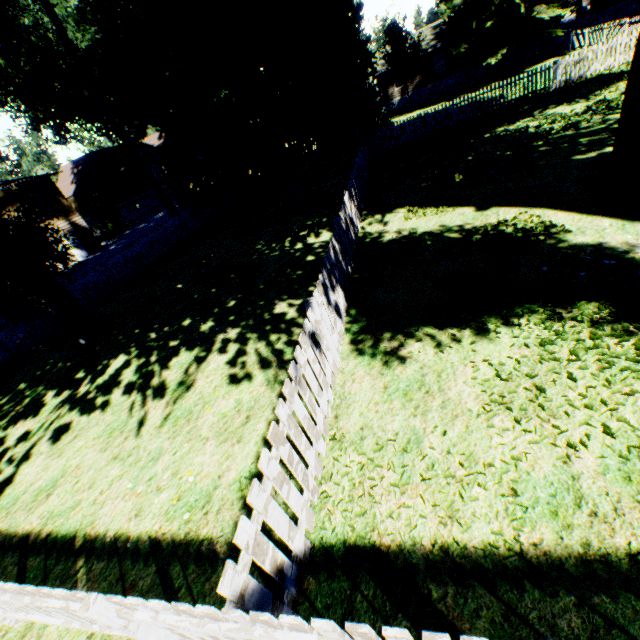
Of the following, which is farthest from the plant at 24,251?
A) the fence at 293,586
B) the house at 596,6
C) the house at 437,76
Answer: the house at 437,76

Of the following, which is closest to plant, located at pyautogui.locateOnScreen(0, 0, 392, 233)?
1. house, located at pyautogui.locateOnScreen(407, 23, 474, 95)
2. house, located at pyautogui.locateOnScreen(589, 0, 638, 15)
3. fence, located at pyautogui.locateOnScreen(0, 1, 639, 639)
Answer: fence, located at pyautogui.locateOnScreen(0, 1, 639, 639)

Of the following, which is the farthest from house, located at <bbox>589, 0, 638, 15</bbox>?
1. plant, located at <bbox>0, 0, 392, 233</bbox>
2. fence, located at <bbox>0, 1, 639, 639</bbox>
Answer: fence, located at <bbox>0, 1, 639, 639</bbox>

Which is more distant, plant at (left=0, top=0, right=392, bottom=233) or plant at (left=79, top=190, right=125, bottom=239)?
plant at (left=79, top=190, right=125, bottom=239)

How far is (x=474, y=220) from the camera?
7.9 meters

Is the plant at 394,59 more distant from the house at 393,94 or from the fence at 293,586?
the house at 393,94
